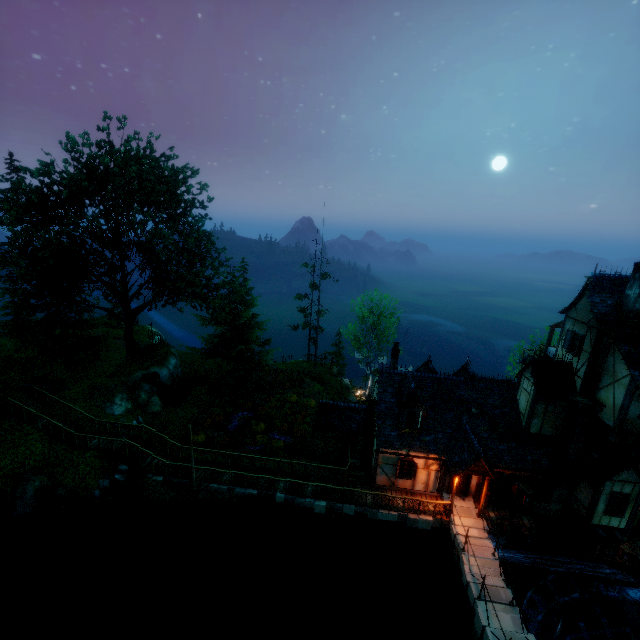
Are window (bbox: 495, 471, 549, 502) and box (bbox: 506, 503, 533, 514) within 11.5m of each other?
yes

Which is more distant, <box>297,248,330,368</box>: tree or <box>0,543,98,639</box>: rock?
<box>297,248,330,368</box>: tree

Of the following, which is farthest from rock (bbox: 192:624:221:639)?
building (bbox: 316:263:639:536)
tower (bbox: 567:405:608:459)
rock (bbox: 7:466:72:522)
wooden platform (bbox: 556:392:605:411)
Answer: wooden platform (bbox: 556:392:605:411)

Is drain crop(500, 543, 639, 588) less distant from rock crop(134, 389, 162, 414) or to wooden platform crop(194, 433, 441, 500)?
wooden platform crop(194, 433, 441, 500)

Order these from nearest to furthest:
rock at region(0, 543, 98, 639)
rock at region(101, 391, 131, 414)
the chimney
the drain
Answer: rock at region(0, 543, 98, 639) < the chimney < the drain < rock at region(101, 391, 131, 414)

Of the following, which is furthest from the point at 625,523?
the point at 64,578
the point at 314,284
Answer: the point at 314,284

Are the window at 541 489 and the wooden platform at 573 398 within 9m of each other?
yes

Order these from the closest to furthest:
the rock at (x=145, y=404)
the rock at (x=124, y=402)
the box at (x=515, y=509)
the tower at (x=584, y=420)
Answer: the tower at (x=584, y=420) < the box at (x=515, y=509) < the rock at (x=124, y=402) < the rock at (x=145, y=404)
